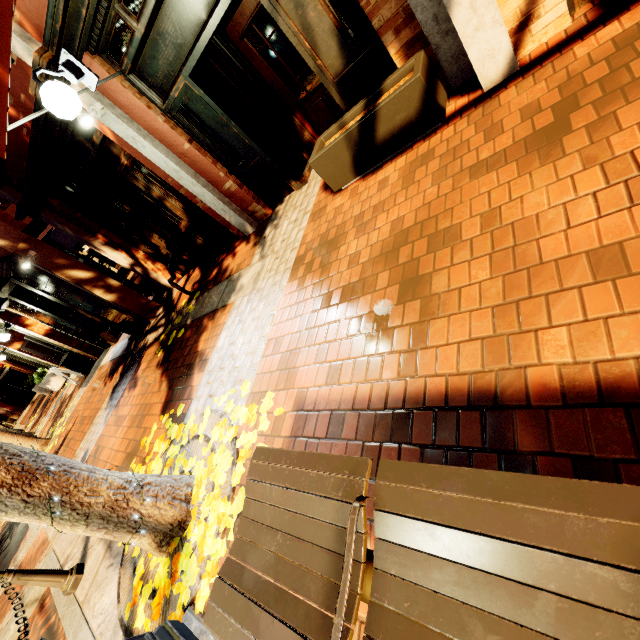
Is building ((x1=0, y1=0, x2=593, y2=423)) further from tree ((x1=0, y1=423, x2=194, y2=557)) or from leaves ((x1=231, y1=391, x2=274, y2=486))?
leaves ((x1=231, y1=391, x2=274, y2=486))

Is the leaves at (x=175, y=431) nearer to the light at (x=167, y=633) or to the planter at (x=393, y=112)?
the light at (x=167, y=633)

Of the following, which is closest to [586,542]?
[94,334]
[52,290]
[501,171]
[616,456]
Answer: [616,456]

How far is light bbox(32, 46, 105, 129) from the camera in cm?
289

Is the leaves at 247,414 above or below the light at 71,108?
below

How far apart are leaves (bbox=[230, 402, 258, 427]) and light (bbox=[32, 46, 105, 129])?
3.1 meters

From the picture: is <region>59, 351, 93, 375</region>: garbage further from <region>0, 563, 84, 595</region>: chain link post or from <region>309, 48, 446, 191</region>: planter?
<region>309, 48, 446, 191</region>: planter

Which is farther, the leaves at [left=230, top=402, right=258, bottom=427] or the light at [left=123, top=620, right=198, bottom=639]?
the leaves at [left=230, top=402, right=258, bottom=427]
